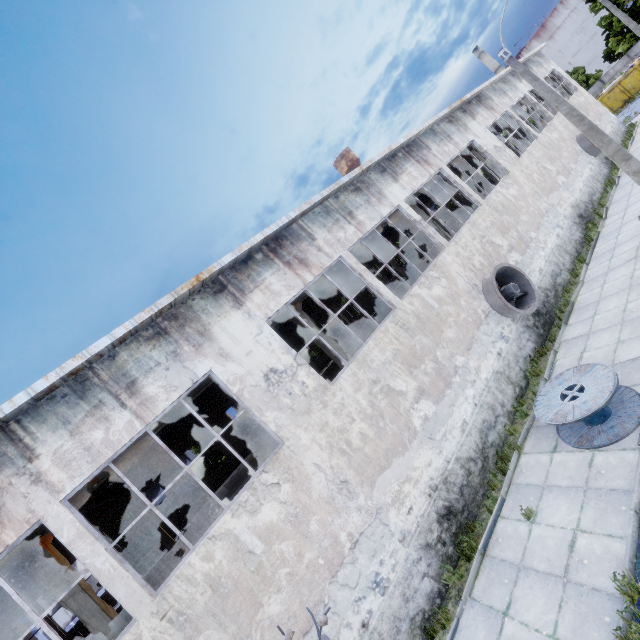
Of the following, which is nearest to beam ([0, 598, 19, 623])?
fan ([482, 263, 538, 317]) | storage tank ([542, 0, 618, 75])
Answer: fan ([482, 263, 538, 317])

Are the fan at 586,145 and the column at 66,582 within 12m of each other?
no

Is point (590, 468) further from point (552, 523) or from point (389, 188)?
point (389, 188)

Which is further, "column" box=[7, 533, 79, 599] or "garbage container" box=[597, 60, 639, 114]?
"garbage container" box=[597, 60, 639, 114]

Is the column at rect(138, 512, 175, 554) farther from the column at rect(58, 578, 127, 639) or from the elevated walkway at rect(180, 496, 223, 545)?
the column at rect(58, 578, 127, 639)

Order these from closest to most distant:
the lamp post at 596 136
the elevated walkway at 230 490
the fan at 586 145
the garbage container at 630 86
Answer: the lamp post at 596 136, the elevated walkway at 230 490, the fan at 586 145, the garbage container at 630 86

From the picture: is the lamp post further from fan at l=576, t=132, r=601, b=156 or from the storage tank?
the storage tank

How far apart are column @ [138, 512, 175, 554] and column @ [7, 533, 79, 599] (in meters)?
11.08
